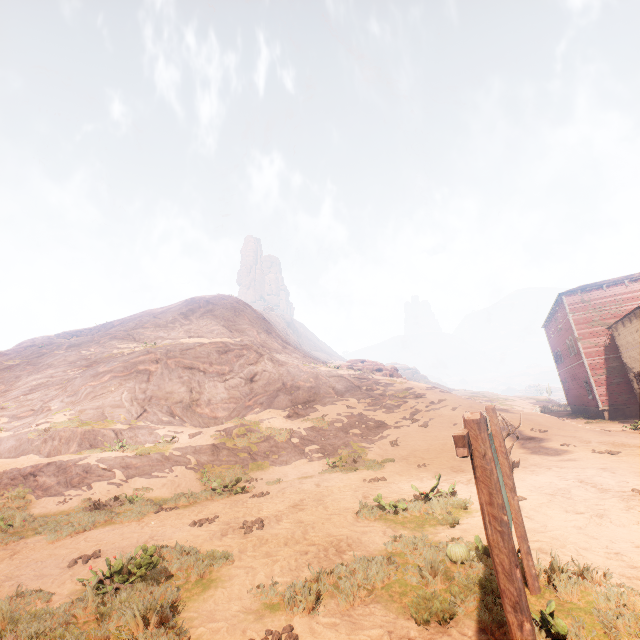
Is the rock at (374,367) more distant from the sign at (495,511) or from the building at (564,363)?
the sign at (495,511)

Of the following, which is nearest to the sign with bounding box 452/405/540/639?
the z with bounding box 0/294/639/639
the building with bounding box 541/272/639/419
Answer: the z with bounding box 0/294/639/639

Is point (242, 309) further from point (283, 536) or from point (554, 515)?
point (554, 515)

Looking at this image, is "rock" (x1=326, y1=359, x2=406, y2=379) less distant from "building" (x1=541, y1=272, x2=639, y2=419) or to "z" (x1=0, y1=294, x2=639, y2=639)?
"z" (x1=0, y1=294, x2=639, y2=639)

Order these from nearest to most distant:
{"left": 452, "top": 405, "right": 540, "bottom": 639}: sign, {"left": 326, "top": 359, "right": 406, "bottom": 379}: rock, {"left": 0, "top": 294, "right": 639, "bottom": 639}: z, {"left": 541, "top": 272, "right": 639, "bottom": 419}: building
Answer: {"left": 452, "top": 405, "right": 540, "bottom": 639}: sign
{"left": 0, "top": 294, "right": 639, "bottom": 639}: z
{"left": 541, "top": 272, "right": 639, "bottom": 419}: building
{"left": 326, "top": 359, "right": 406, "bottom": 379}: rock

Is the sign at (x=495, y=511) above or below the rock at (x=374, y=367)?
below

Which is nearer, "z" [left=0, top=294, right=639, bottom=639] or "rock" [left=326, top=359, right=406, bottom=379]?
"z" [left=0, top=294, right=639, bottom=639]

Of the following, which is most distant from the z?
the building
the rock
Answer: the rock
